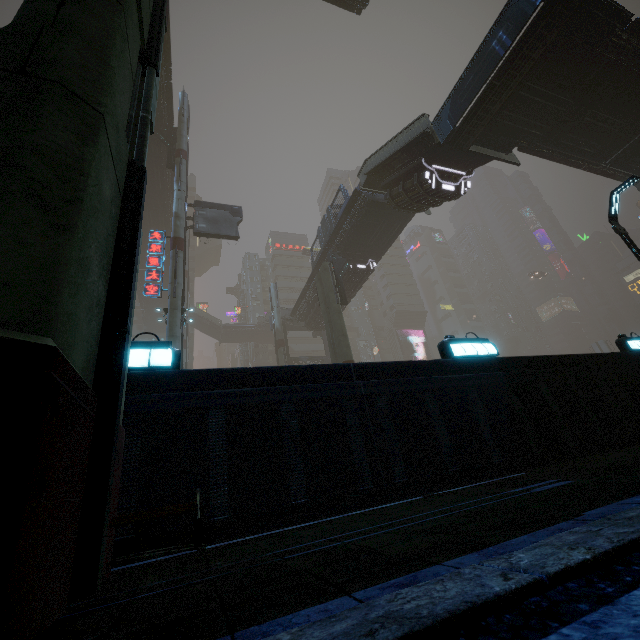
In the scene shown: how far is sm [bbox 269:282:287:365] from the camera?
36.7 meters

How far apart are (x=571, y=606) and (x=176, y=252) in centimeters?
2143cm

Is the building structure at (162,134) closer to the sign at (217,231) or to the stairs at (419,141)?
the sign at (217,231)

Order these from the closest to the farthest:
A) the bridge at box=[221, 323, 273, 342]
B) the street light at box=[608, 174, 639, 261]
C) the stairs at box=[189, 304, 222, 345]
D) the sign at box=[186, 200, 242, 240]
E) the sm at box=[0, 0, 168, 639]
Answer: the sm at box=[0, 0, 168, 639]
the street light at box=[608, 174, 639, 261]
the sign at box=[186, 200, 242, 240]
the stairs at box=[189, 304, 222, 345]
the bridge at box=[221, 323, 273, 342]

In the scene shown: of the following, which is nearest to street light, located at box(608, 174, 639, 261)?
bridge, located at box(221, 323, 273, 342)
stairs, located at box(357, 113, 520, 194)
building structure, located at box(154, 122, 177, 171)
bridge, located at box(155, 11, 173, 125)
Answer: stairs, located at box(357, 113, 520, 194)

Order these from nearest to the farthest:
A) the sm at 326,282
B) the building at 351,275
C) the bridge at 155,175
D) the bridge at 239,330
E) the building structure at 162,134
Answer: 1. the sm at 326,282
2. the building structure at 162,134
3. the building at 351,275
4. the bridge at 155,175
5. the bridge at 239,330

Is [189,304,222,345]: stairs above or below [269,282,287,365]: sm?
above

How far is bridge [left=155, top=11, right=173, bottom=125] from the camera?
22.92m
